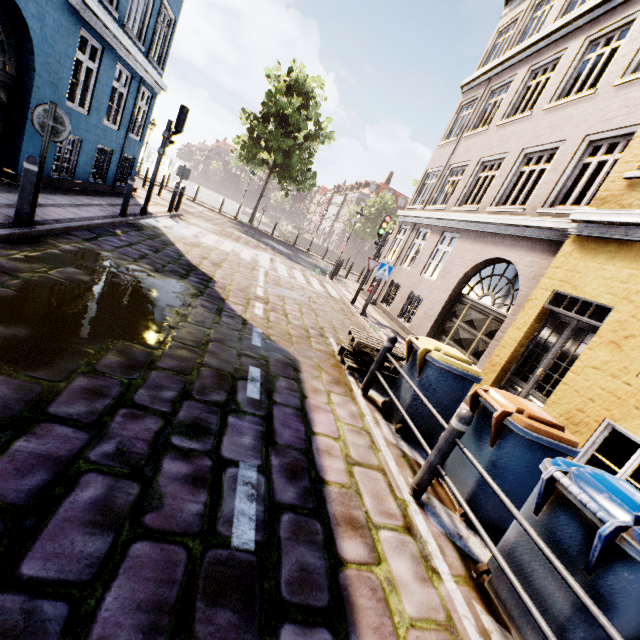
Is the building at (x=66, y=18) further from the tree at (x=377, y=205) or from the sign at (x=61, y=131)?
the tree at (x=377, y=205)

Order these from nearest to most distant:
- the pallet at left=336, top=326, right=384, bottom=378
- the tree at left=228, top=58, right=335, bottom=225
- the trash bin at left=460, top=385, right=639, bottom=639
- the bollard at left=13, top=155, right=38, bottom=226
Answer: the trash bin at left=460, top=385, right=639, bottom=639 < the bollard at left=13, top=155, right=38, bottom=226 < the pallet at left=336, top=326, right=384, bottom=378 < the tree at left=228, top=58, right=335, bottom=225

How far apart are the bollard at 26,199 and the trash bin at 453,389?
6.32m

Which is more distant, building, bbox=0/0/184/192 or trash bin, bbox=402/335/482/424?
building, bbox=0/0/184/192

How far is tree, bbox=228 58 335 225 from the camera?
20.9m

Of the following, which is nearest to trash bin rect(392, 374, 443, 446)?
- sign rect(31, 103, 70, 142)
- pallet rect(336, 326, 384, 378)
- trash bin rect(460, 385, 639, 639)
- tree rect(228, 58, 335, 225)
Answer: pallet rect(336, 326, 384, 378)

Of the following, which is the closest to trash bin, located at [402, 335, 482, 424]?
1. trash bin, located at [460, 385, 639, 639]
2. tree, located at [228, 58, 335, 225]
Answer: trash bin, located at [460, 385, 639, 639]

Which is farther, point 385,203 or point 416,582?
point 385,203
